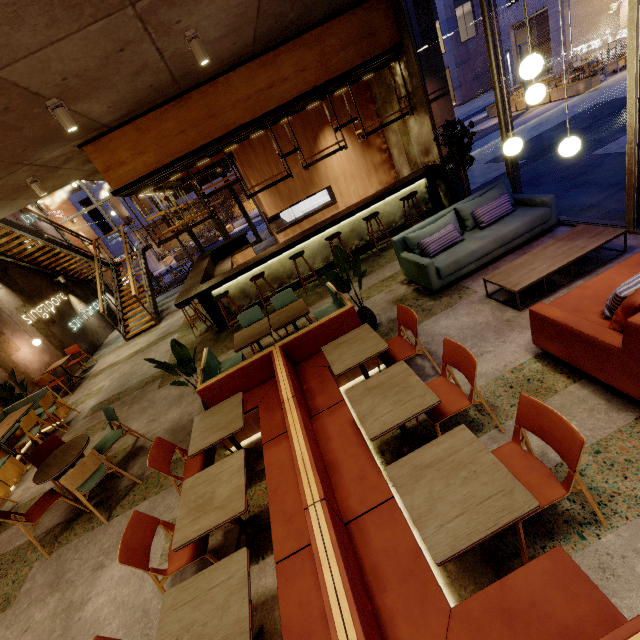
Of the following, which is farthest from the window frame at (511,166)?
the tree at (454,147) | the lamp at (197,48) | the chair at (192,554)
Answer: the chair at (192,554)

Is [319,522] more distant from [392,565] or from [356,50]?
[356,50]

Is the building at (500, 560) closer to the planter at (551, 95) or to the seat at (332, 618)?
the seat at (332, 618)

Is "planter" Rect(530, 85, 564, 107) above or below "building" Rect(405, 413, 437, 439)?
below

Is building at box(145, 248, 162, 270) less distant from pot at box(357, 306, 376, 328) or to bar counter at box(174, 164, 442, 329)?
bar counter at box(174, 164, 442, 329)

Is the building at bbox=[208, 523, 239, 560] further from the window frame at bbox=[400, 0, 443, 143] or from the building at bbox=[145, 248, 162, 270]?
the building at bbox=[145, 248, 162, 270]

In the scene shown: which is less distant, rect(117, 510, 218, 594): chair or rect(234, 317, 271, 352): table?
rect(117, 510, 218, 594): chair

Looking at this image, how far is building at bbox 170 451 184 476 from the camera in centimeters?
433cm
